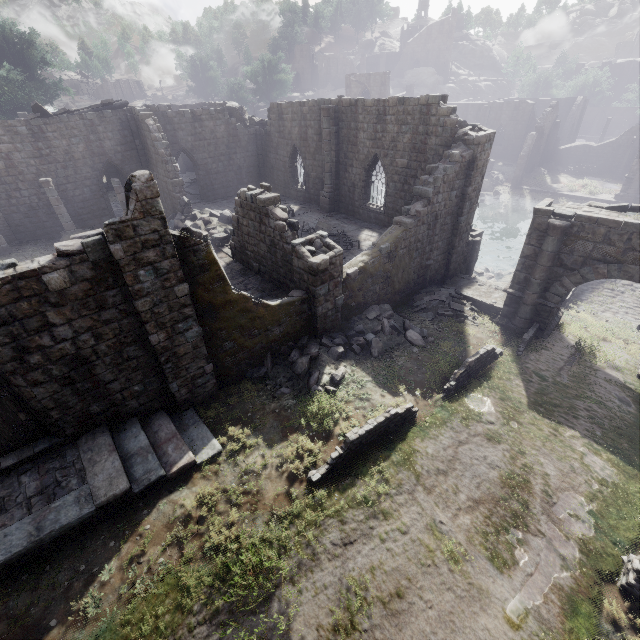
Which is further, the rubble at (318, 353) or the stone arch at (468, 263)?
the stone arch at (468, 263)

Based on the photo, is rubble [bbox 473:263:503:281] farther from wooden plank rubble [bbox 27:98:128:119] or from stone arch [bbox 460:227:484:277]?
wooden plank rubble [bbox 27:98:128:119]

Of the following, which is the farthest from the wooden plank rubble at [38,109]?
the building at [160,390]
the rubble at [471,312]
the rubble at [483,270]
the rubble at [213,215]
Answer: the rubble at [483,270]

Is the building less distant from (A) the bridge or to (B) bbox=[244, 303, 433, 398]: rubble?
(B) bbox=[244, 303, 433, 398]: rubble

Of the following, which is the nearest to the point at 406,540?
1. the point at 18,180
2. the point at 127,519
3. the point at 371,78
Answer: the point at 127,519

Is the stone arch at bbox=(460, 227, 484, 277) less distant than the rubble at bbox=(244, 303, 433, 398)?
No

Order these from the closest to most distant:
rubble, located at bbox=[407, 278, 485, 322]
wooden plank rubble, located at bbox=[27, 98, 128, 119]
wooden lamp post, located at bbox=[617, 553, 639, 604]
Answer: wooden lamp post, located at bbox=[617, 553, 639, 604]
rubble, located at bbox=[407, 278, 485, 322]
wooden plank rubble, located at bbox=[27, 98, 128, 119]

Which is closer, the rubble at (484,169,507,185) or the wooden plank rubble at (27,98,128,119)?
the wooden plank rubble at (27,98,128,119)
